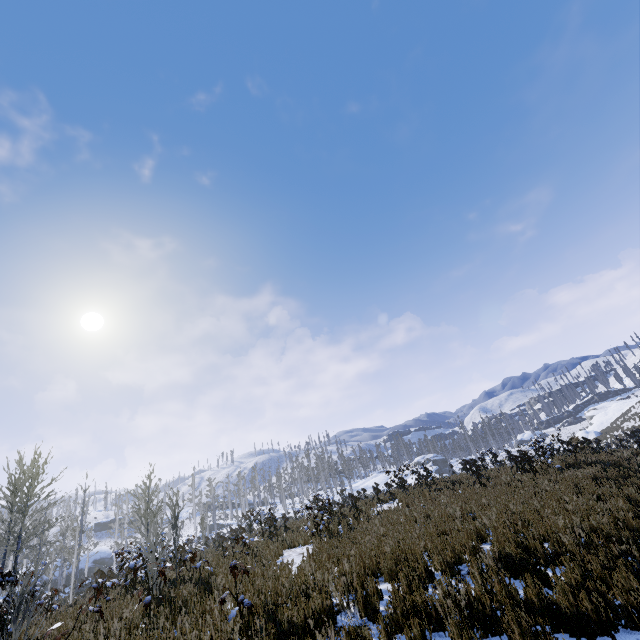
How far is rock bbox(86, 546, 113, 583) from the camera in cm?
4657

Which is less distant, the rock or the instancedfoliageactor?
the instancedfoliageactor

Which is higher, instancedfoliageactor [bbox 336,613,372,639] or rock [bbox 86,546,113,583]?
rock [bbox 86,546,113,583]

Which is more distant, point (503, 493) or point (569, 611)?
point (503, 493)

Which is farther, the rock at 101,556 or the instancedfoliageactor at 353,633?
the rock at 101,556

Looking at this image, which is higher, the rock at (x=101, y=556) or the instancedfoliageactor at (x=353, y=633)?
the rock at (x=101, y=556)
